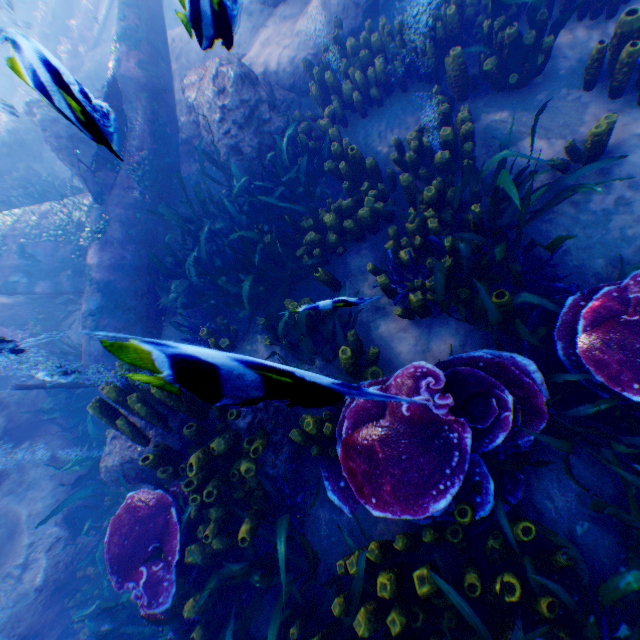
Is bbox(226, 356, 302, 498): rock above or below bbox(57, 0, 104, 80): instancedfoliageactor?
above

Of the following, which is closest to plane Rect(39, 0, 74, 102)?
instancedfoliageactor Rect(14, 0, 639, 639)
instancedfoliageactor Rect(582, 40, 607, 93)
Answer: instancedfoliageactor Rect(14, 0, 639, 639)

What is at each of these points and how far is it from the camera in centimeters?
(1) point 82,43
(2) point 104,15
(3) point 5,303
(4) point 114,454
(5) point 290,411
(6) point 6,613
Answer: (1) instancedfoliageactor, 1533cm
(2) plane, 1376cm
(3) rock, 883cm
(4) rock, 414cm
(5) rock, 368cm
(6) rock, 518cm

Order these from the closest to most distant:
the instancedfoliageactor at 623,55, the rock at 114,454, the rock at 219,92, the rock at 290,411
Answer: the rock at 290,411 → the rock at 219,92 → the instancedfoliageactor at 623,55 → the rock at 114,454

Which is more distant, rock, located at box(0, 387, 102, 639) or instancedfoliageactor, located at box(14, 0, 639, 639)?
rock, located at box(0, 387, 102, 639)

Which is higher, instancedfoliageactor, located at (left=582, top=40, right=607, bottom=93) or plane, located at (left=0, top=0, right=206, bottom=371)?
plane, located at (left=0, top=0, right=206, bottom=371)

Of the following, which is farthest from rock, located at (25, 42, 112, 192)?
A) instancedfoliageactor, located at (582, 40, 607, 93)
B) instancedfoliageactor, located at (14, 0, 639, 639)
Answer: instancedfoliageactor, located at (582, 40, 607, 93)

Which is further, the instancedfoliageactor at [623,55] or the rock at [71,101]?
the instancedfoliageactor at [623,55]
